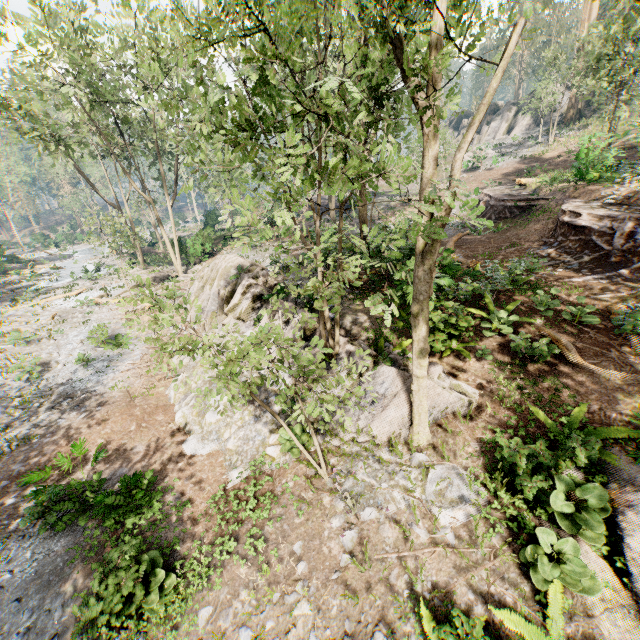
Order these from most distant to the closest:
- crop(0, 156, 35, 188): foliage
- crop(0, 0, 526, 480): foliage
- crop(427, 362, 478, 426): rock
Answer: crop(0, 156, 35, 188): foliage < crop(427, 362, 478, 426): rock < crop(0, 0, 526, 480): foliage

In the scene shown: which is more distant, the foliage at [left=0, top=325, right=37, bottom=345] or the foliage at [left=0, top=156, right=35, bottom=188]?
the foliage at [left=0, top=156, right=35, bottom=188]

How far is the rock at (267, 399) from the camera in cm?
958

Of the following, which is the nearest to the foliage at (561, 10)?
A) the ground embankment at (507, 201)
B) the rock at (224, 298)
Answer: the rock at (224, 298)

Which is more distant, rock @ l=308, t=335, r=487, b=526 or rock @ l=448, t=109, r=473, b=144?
rock @ l=448, t=109, r=473, b=144

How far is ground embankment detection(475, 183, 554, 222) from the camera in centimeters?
1964cm

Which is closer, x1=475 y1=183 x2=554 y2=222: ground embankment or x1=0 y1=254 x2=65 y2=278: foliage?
x1=475 y1=183 x2=554 y2=222: ground embankment

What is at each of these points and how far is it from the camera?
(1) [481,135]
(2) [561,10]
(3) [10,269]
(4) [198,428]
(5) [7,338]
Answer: (1) rock, 48.6m
(2) foliage, 59.6m
(3) foliage, 39.1m
(4) rock, 10.7m
(5) foliage, 18.6m
